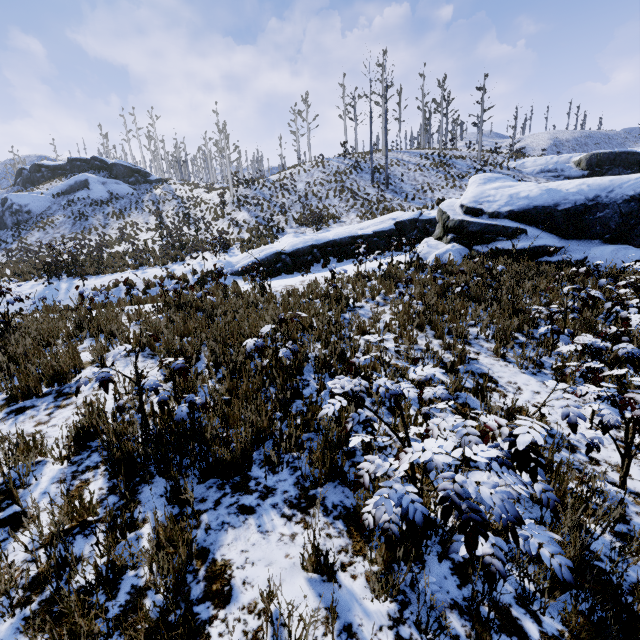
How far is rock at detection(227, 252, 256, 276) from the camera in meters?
15.2

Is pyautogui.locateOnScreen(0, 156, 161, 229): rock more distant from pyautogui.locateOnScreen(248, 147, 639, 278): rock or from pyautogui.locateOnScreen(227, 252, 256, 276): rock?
pyautogui.locateOnScreen(248, 147, 639, 278): rock

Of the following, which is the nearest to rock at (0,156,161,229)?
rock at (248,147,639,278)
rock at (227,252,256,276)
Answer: rock at (227,252,256,276)

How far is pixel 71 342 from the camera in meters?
6.2

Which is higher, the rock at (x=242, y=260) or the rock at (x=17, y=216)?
the rock at (x=17, y=216)

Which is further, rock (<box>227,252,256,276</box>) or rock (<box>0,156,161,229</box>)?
rock (<box>0,156,161,229</box>)

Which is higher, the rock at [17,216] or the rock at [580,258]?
the rock at [17,216]
